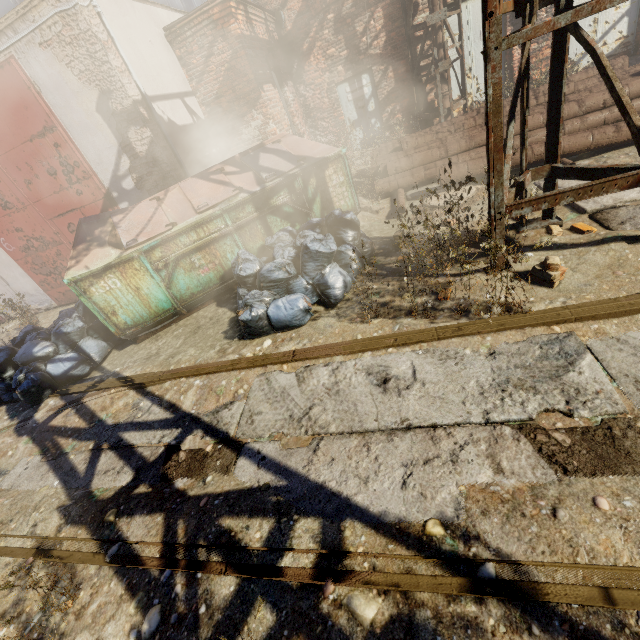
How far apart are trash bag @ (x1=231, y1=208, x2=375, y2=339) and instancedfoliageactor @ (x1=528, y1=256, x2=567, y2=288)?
1.9 meters

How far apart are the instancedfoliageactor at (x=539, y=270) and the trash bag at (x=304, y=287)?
1.9 meters

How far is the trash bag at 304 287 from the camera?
3.86m

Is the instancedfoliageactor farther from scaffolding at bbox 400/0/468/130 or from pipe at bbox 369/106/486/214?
pipe at bbox 369/106/486/214

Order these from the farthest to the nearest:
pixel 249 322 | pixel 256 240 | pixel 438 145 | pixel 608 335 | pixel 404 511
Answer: pixel 438 145
pixel 256 240
pixel 249 322
pixel 608 335
pixel 404 511

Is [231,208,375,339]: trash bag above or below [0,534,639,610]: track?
above

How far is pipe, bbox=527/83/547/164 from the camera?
5.18m
